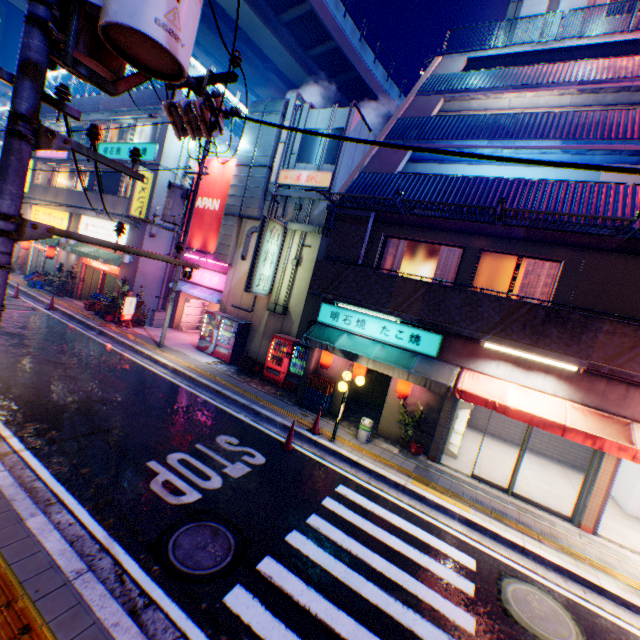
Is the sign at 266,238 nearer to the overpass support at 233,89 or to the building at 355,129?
the building at 355,129

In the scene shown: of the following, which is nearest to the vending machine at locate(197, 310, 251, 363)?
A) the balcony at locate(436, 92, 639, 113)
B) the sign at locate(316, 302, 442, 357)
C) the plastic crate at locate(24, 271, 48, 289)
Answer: the sign at locate(316, 302, 442, 357)

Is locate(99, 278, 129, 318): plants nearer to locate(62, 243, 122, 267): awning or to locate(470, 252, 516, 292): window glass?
locate(62, 243, 122, 267): awning

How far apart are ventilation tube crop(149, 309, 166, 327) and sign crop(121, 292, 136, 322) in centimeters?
155cm

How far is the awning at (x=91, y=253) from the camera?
17.7 meters

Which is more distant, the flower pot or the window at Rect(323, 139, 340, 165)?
the window at Rect(323, 139, 340, 165)

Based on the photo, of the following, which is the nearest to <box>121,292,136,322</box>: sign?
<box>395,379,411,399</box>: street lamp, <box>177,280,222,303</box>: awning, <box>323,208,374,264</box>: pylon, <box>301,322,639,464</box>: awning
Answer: <box>177,280,222,303</box>: awning

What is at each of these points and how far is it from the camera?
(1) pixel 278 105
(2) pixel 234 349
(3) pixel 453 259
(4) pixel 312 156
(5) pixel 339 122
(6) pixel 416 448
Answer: (1) ventilation tube, 15.20m
(2) vending machine, 15.20m
(3) curtain, 10.46m
(4) window, 14.77m
(5) building, 14.15m
(6) flower pot, 10.31m
